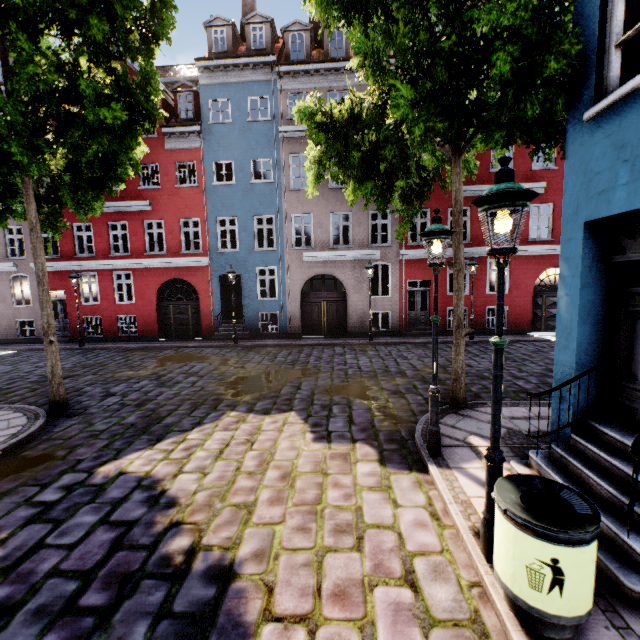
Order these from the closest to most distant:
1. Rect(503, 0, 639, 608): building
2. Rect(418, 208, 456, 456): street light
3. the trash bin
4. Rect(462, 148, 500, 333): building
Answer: the trash bin
Rect(503, 0, 639, 608): building
Rect(418, 208, 456, 456): street light
Rect(462, 148, 500, 333): building

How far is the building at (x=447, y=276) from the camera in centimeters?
1648cm

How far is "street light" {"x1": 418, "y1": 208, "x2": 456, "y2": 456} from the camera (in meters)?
4.73

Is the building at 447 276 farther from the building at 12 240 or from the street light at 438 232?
the building at 12 240

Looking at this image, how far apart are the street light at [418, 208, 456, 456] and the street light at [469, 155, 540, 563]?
1.5 meters

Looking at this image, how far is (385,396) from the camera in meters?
8.3 m

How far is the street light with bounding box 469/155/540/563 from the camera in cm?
274

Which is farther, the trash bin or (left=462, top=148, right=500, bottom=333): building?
(left=462, top=148, right=500, bottom=333): building
